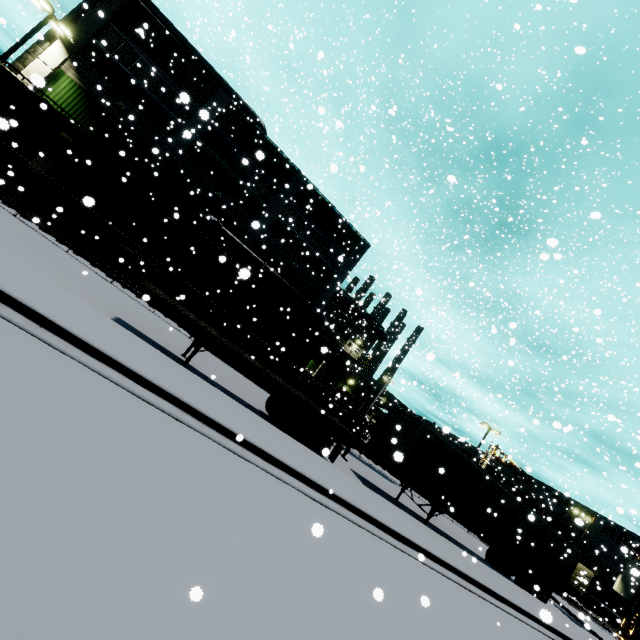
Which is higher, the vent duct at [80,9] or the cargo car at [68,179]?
the vent duct at [80,9]

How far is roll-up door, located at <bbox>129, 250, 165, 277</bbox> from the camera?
23.2m

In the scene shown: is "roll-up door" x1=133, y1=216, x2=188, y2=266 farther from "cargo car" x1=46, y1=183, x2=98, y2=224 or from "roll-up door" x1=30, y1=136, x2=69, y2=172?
"roll-up door" x1=30, y1=136, x2=69, y2=172

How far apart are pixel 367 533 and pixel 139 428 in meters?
6.2 m

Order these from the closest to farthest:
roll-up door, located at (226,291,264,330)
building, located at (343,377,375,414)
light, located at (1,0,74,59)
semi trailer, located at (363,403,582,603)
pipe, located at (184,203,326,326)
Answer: semi trailer, located at (363,403,582,603)
light, located at (1,0,74,59)
pipe, located at (184,203,326,326)
roll-up door, located at (226,291,264,330)
building, located at (343,377,375,414)

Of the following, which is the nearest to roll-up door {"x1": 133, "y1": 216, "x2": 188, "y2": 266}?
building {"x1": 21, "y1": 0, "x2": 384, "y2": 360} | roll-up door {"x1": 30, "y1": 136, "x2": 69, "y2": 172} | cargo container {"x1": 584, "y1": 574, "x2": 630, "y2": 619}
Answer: building {"x1": 21, "y1": 0, "x2": 384, "y2": 360}

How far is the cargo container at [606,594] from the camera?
42.2 meters

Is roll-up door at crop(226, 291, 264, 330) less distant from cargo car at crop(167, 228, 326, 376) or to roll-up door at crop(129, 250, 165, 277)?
cargo car at crop(167, 228, 326, 376)
